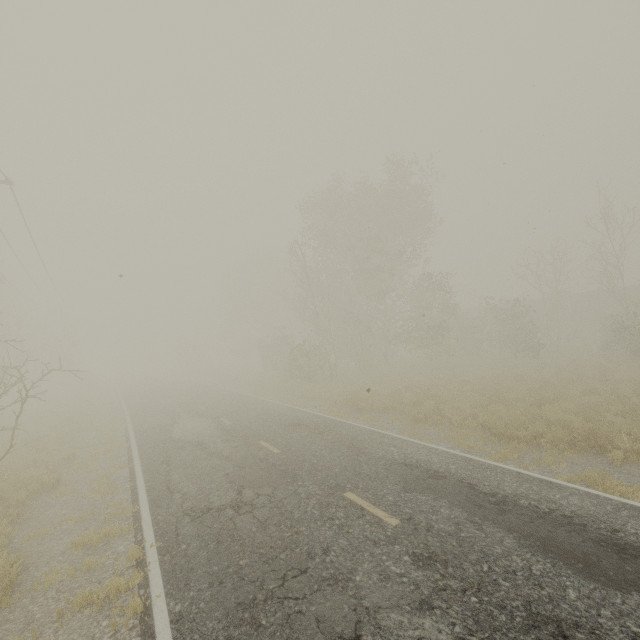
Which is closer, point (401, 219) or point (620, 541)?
point (620, 541)

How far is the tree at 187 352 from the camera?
58.47m

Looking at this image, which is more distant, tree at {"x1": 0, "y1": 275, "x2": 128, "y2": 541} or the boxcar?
the boxcar

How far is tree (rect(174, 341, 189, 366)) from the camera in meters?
58.5 m

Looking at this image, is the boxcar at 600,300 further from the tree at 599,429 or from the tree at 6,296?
the tree at 6,296

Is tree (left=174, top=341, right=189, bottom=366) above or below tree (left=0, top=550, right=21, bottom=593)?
above

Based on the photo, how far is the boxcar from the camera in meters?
34.7 m

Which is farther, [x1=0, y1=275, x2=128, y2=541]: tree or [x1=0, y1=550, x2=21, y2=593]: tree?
[x1=0, y1=275, x2=128, y2=541]: tree
